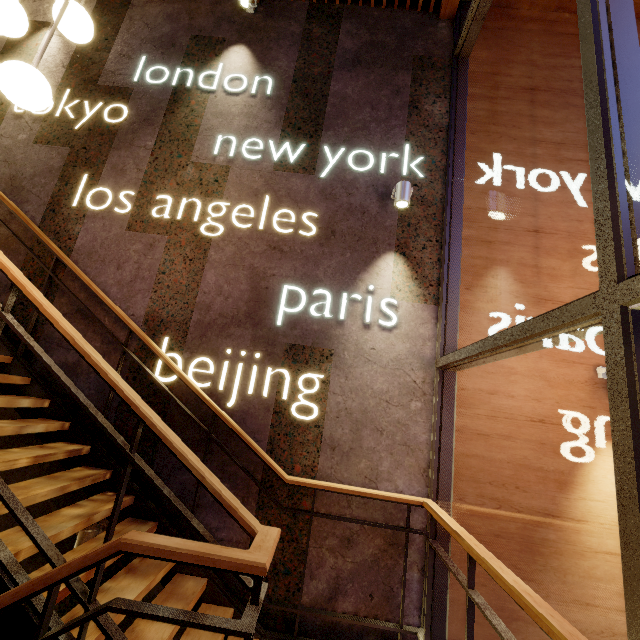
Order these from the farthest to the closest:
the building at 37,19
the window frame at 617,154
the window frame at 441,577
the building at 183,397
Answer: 1. the building at 37,19
2. the building at 183,397
3. the window frame at 441,577
4. the window frame at 617,154

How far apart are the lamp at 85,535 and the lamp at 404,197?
4.0 meters

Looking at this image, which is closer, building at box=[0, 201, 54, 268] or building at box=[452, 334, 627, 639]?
building at box=[452, 334, 627, 639]

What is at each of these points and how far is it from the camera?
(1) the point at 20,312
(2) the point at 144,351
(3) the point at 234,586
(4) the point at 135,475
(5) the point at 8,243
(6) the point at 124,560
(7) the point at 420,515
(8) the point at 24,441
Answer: (1) building, 3.4 meters
(2) building, 3.2 meters
(3) building, 2.7 meters
(4) building, 2.9 meters
(5) building, 3.6 meters
(6) building, 2.8 meters
(7) building, 2.8 meters
(8) building, 3.0 meters

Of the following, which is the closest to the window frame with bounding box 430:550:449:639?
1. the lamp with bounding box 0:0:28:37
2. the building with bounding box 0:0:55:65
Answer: the building with bounding box 0:0:55:65

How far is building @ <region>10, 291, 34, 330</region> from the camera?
3.33m

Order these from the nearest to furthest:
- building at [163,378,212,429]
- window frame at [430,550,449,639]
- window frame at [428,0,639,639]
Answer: window frame at [428,0,639,639]
window frame at [430,550,449,639]
building at [163,378,212,429]

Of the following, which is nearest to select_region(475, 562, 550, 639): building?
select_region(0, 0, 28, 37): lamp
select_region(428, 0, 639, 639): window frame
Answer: select_region(428, 0, 639, 639): window frame
